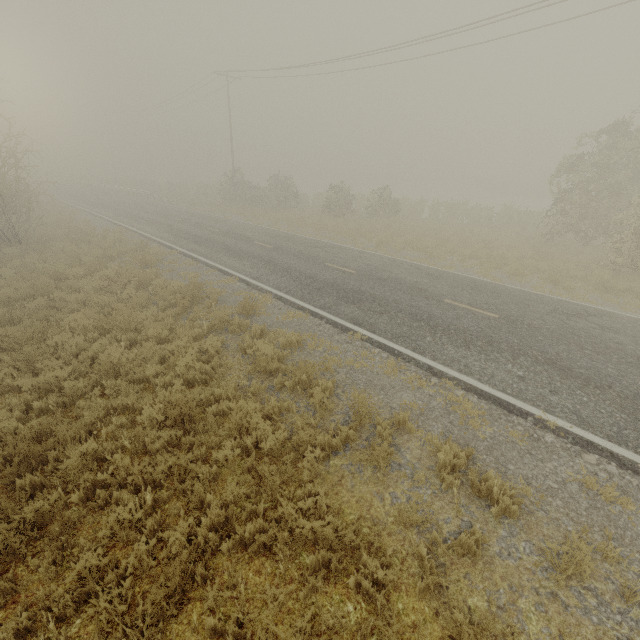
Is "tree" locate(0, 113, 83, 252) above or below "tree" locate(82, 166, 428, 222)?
above

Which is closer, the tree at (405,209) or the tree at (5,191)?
the tree at (5,191)

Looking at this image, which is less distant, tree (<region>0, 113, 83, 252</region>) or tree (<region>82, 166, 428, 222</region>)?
tree (<region>0, 113, 83, 252</region>)

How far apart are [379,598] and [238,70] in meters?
38.7 m

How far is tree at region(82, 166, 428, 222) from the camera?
26.8m

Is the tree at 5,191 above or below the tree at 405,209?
above
